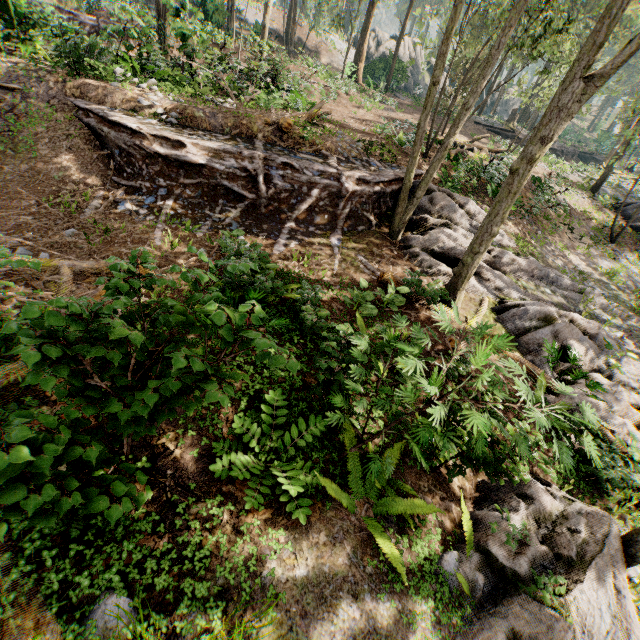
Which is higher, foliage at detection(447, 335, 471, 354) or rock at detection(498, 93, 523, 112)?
rock at detection(498, 93, 523, 112)

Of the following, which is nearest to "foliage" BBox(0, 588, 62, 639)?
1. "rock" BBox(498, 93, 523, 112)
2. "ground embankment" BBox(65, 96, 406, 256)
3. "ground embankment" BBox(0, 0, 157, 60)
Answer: "ground embankment" BBox(65, 96, 406, 256)

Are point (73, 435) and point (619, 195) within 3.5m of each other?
no

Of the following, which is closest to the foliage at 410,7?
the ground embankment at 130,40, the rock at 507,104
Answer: the rock at 507,104

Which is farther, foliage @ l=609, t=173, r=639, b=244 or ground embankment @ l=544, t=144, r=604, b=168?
ground embankment @ l=544, t=144, r=604, b=168
